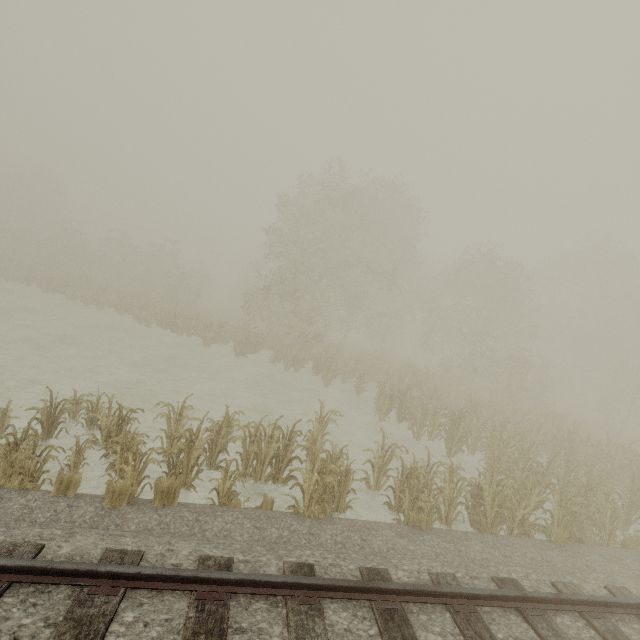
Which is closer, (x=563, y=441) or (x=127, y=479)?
(x=127, y=479)
